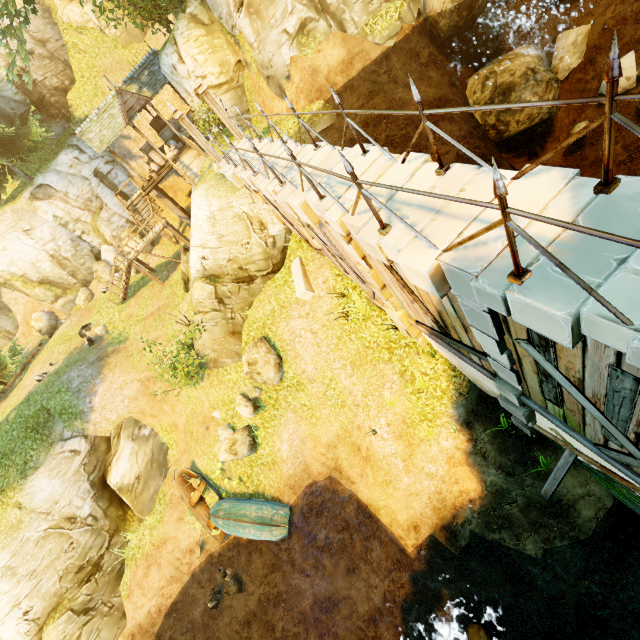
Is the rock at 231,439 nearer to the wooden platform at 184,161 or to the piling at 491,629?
the piling at 491,629

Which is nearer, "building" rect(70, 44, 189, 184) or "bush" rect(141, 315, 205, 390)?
"bush" rect(141, 315, 205, 390)

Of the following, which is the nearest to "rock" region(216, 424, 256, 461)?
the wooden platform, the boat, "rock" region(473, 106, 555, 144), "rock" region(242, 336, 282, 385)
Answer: "rock" region(242, 336, 282, 385)

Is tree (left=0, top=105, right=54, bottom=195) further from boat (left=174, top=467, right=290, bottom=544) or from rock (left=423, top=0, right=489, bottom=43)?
boat (left=174, top=467, right=290, bottom=544)

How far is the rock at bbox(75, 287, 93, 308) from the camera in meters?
24.6

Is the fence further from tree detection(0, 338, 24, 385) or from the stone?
tree detection(0, 338, 24, 385)

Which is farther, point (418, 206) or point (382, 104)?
point (382, 104)

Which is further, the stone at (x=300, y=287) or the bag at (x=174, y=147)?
the bag at (x=174, y=147)
